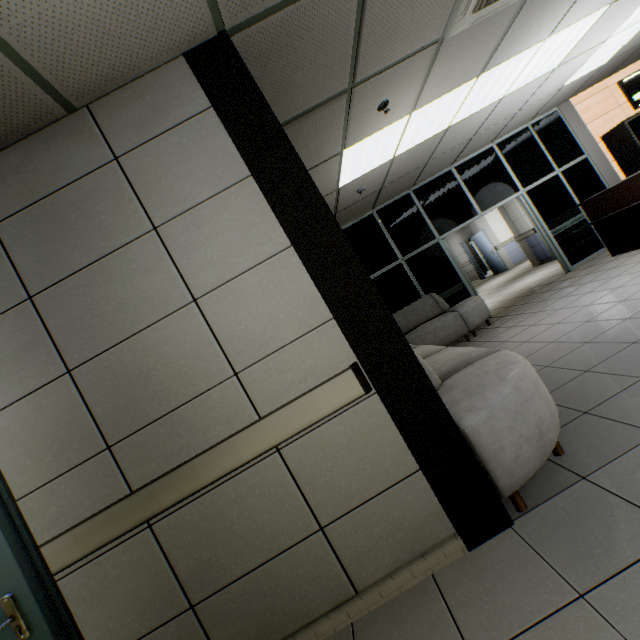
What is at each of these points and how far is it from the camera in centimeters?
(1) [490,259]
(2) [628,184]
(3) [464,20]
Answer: (1) door, 1404cm
(2) desk, 523cm
(3) air conditioning vent, 286cm

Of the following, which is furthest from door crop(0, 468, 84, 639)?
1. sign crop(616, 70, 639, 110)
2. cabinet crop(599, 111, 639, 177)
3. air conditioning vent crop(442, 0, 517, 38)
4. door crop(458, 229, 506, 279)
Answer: door crop(458, 229, 506, 279)

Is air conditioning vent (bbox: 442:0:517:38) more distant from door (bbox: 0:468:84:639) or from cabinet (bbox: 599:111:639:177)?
cabinet (bbox: 599:111:639:177)

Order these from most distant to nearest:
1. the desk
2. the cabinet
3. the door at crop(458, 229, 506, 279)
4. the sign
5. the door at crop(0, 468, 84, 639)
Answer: the door at crop(458, 229, 506, 279) → the sign → the cabinet → the desk → the door at crop(0, 468, 84, 639)

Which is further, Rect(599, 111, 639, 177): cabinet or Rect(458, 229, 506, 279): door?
Rect(458, 229, 506, 279): door

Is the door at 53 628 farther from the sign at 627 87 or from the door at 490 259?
the door at 490 259

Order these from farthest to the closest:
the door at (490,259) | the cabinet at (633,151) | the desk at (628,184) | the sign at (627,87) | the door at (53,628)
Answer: the door at (490,259), the sign at (627,87), the cabinet at (633,151), the desk at (628,184), the door at (53,628)

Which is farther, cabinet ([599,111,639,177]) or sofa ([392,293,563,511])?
cabinet ([599,111,639,177])
